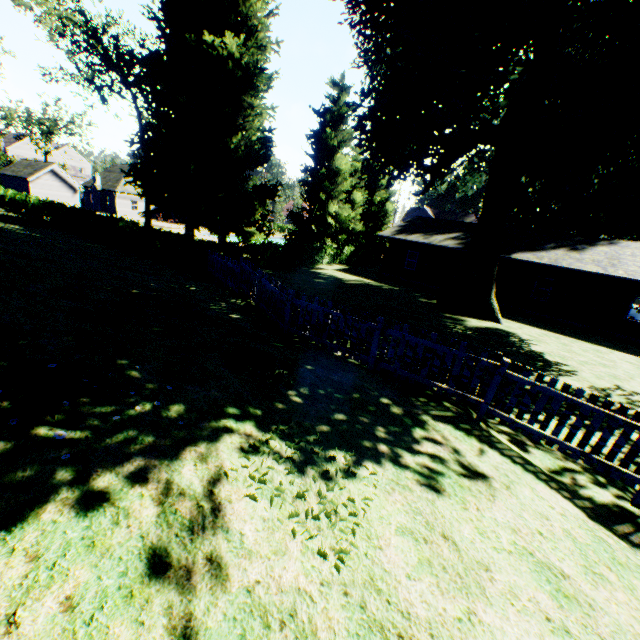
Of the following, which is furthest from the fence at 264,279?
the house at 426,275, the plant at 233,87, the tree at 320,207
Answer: the house at 426,275

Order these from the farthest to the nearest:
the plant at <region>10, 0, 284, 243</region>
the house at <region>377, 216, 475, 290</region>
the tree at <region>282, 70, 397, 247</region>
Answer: the tree at <region>282, 70, 397, 247</region>, the house at <region>377, 216, 475, 290</region>, the plant at <region>10, 0, 284, 243</region>

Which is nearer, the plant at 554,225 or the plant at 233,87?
the plant at 554,225

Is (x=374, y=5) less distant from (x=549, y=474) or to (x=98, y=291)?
(x=98, y=291)

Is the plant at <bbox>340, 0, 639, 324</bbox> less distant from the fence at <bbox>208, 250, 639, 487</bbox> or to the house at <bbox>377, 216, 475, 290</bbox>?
the fence at <bbox>208, 250, 639, 487</bbox>

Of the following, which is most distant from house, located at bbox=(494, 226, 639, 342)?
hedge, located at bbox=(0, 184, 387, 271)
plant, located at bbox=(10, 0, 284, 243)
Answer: hedge, located at bbox=(0, 184, 387, 271)

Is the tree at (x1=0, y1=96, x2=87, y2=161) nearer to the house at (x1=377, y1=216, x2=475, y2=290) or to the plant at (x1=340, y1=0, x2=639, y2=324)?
the plant at (x1=340, y1=0, x2=639, y2=324)
